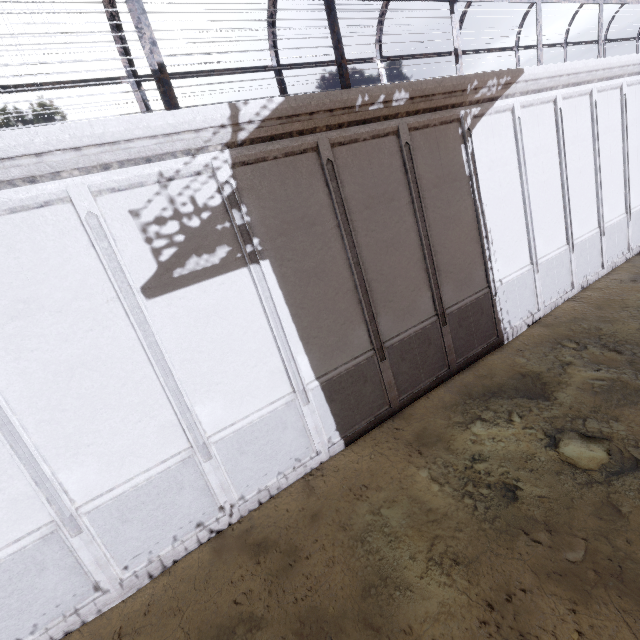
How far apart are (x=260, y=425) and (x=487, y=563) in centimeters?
495cm
